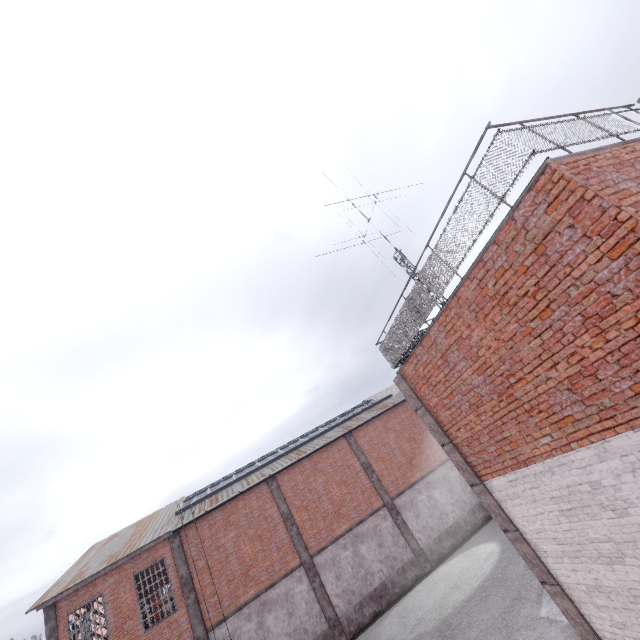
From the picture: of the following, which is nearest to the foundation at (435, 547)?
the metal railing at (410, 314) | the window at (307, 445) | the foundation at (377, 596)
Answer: the foundation at (377, 596)

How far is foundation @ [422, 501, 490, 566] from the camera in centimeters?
1922cm

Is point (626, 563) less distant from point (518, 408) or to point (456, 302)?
point (518, 408)

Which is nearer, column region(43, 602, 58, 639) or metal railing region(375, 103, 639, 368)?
metal railing region(375, 103, 639, 368)

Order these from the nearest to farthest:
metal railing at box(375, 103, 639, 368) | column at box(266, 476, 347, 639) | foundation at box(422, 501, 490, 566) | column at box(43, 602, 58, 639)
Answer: metal railing at box(375, 103, 639, 368), column at box(43, 602, 58, 639), column at box(266, 476, 347, 639), foundation at box(422, 501, 490, 566)

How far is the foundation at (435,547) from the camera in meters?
19.2 m

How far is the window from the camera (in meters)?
19.55

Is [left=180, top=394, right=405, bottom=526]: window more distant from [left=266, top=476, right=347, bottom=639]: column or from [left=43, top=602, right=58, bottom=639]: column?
[left=43, top=602, right=58, bottom=639]: column
